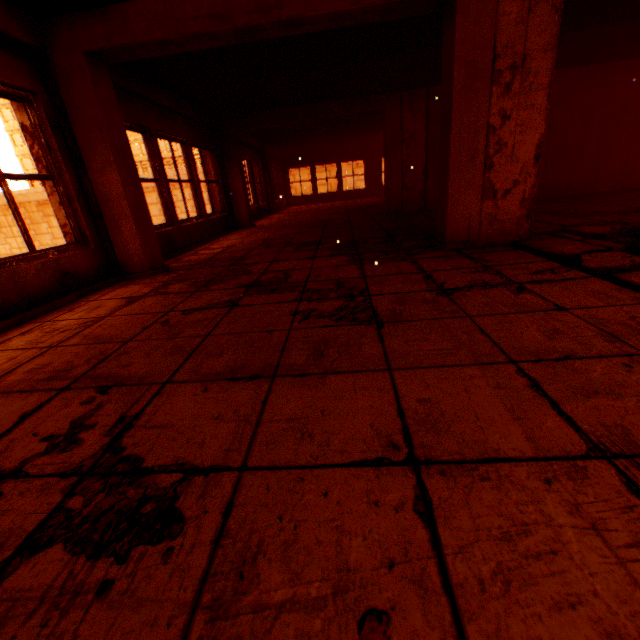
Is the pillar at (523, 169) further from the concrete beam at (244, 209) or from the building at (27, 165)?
the building at (27, 165)

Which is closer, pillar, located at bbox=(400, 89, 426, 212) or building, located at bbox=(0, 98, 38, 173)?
pillar, located at bbox=(400, 89, 426, 212)

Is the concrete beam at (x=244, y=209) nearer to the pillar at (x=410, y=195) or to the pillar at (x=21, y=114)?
the pillar at (x=410, y=195)

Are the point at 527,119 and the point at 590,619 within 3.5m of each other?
no

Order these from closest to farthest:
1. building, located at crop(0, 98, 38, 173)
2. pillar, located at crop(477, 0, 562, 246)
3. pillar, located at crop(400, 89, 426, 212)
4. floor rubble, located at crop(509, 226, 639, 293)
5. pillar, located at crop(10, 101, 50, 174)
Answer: floor rubble, located at crop(509, 226, 639, 293)
pillar, located at crop(477, 0, 562, 246)
pillar, located at crop(10, 101, 50, 174)
pillar, located at crop(400, 89, 426, 212)
building, located at crop(0, 98, 38, 173)

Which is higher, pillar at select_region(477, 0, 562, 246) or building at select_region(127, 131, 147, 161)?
building at select_region(127, 131, 147, 161)

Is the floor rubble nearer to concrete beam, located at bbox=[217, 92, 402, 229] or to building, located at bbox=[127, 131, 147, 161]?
concrete beam, located at bbox=[217, 92, 402, 229]

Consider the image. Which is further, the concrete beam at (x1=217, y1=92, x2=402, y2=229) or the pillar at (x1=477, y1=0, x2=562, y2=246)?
the concrete beam at (x1=217, y1=92, x2=402, y2=229)
